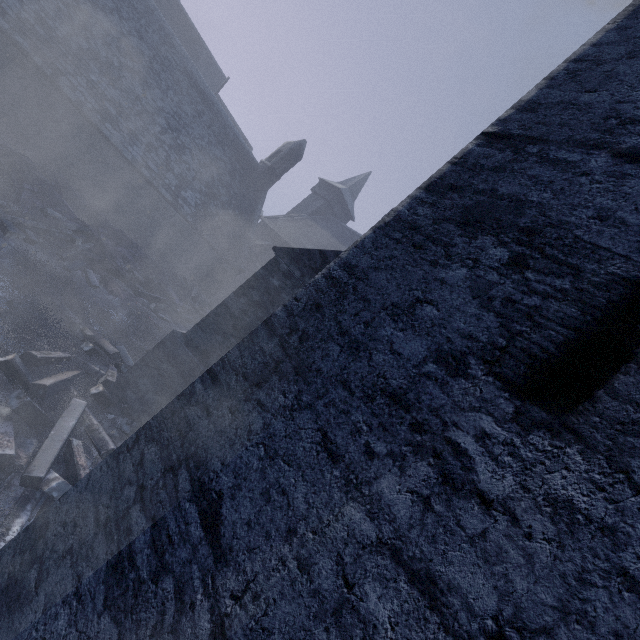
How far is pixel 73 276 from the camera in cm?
921

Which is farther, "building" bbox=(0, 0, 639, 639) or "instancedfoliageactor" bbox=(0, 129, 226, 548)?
"instancedfoliageactor" bbox=(0, 129, 226, 548)

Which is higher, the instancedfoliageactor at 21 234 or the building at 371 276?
the building at 371 276

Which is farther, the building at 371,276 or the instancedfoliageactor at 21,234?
the instancedfoliageactor at 21,234

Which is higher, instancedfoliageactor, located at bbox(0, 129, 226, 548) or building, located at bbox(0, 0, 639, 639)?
building, located at bbox(0, 0, 639, 639)
